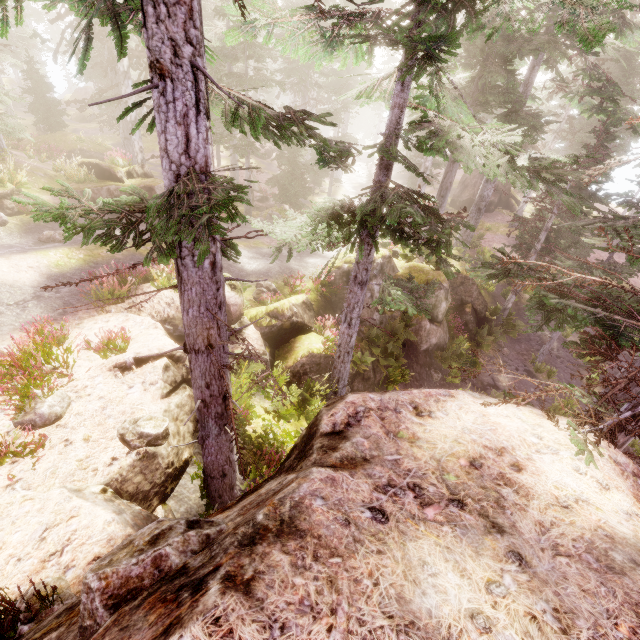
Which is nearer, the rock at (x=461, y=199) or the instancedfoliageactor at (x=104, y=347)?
the instancedfoliageactor at (x=104, y=347)

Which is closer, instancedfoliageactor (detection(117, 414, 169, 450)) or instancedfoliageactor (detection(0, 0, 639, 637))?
instancedfoliageactor (detection(0, 0, 639, 637))

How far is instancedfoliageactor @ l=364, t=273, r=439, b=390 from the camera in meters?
10.1 m

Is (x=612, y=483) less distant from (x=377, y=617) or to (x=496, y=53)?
(x=377, y=617)

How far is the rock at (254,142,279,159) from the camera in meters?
39.4

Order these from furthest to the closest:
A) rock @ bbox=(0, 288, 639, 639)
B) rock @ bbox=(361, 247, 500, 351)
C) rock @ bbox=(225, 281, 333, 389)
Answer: rock @ bbox=(361, 247, 500, 351), rock @ bbox=(225, 281, 333, 389), rock @ bbox=(0, 288, 639, 639)

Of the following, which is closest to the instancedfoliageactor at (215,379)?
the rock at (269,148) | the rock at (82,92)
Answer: the rock at (82,92)
